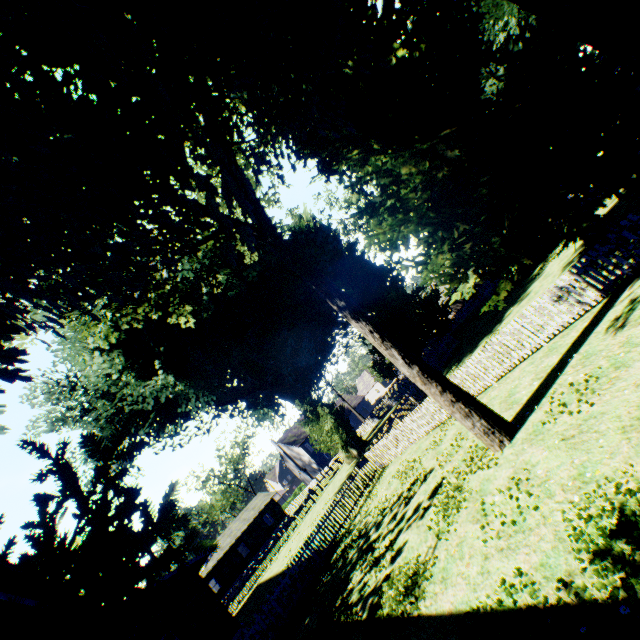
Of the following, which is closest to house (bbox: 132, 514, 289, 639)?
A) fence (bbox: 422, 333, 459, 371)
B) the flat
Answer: fence (bbox: 422, 333, 459, 371)

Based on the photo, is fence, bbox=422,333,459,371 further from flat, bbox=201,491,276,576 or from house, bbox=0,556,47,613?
flat, bbox=201,491,276,576

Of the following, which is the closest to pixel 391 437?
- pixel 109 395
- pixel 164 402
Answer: pixel 164 402

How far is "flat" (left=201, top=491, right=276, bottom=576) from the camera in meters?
42.7 m

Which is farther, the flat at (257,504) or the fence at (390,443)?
the flat at (257,504)

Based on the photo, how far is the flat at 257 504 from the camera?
42.7m

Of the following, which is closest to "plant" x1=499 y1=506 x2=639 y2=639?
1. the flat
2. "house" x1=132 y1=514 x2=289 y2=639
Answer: "house" x1=132 y1=514 x2=289 y2=639
